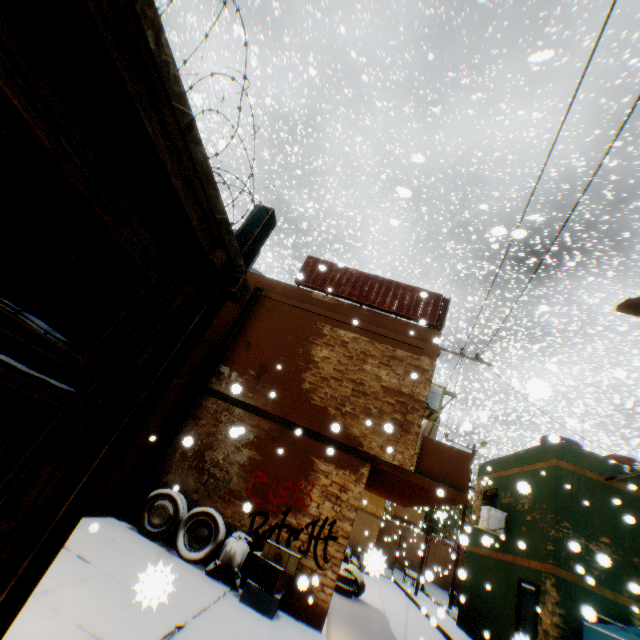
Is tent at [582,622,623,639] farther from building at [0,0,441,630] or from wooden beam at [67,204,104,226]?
wooden beam at [67,204,104,226]

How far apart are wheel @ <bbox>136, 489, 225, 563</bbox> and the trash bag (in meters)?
0.08

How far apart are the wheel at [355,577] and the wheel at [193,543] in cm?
662

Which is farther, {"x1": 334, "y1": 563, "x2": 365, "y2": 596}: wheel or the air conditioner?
{"x1": 334, "y1": 563, "x2": 365, "y2": 596}: wheel

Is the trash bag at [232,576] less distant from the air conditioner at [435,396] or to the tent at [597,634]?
the tent at [597,634]

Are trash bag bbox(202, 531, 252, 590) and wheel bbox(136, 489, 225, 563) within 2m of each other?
yes

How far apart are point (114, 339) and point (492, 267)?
11.7 meters

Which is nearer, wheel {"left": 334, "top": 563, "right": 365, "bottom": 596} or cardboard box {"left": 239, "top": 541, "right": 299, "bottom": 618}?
cardboard box {"left": 239, "top": 541, "right": 299, "bottom": 618}
